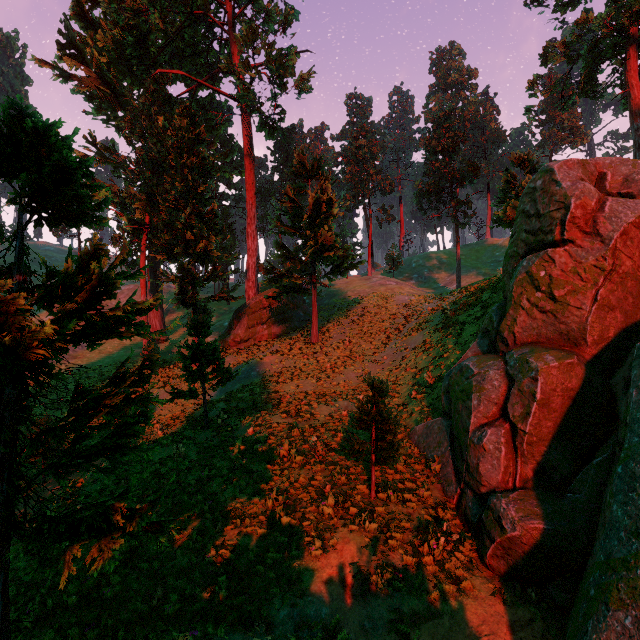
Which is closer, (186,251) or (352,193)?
(186,251)

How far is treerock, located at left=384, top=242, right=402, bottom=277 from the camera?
50.4m

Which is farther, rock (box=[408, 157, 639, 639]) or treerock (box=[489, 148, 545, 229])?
treerock (box=[489, 148, 545, 229])

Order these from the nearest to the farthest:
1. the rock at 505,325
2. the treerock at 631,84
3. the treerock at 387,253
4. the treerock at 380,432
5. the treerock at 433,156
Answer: the rock at 505,325 < the treerock at 380,432 < the treerock at 631,84 < the treerock at 433,156 < the treerock at 387,253

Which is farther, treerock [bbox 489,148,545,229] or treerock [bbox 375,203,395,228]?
treerock [bbox 375,203,395,228]

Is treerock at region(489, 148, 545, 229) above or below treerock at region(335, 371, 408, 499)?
above

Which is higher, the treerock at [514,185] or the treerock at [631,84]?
the treerock at [631,84]
